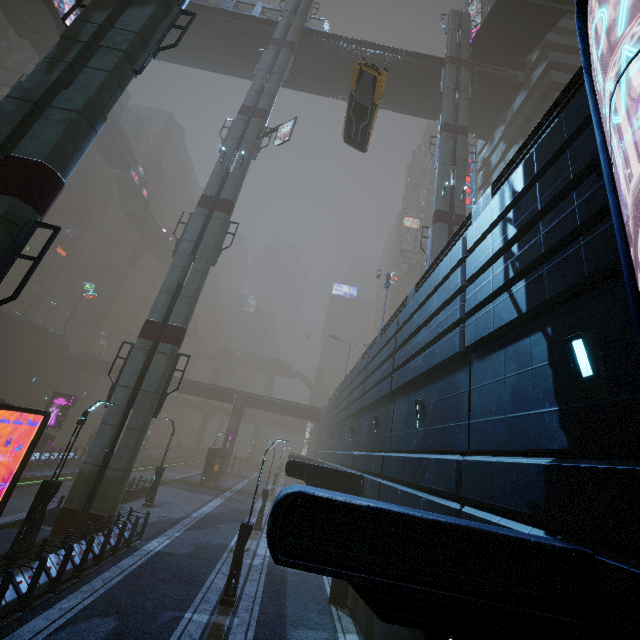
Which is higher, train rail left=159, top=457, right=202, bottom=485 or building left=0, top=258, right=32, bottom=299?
building left=0, top=258, right=32, bottom=299

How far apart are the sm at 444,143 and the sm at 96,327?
61.09m

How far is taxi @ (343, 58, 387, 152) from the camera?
15.7m

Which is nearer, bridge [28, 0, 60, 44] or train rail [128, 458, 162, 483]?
bridge [28, 0, 60, 44]

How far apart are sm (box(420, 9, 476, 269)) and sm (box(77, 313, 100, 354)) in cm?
6109

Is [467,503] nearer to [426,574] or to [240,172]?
[426,574]

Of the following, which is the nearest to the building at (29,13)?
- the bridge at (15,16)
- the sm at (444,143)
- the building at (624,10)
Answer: the bridge at (15,16)

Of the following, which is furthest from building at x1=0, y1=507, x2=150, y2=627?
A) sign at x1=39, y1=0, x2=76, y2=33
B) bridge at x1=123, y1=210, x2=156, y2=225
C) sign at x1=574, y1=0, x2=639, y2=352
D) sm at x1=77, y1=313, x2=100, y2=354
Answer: sign at x1=39, y1=0, x2=76, y2=33
